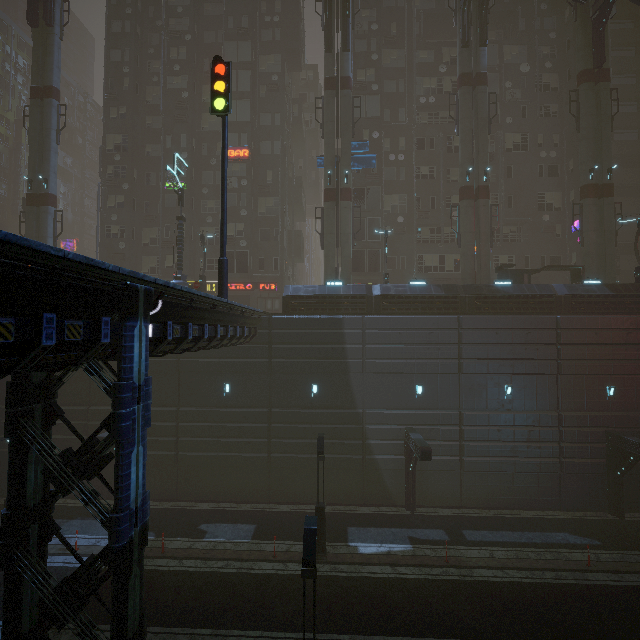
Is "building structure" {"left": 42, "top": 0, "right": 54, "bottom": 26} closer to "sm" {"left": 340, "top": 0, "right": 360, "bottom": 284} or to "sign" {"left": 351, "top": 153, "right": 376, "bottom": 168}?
"sm" {"left": 340, "top": 0, "right": 360, "bottom": 284}

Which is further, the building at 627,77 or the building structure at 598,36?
the building at 627,77

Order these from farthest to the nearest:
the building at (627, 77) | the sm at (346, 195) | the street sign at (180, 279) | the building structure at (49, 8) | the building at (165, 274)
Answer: the building at (627, 77) → the building at (165, 274) → the building structure at (49, 8) → the sm at (346, 195) → the street sign at (180, 279)

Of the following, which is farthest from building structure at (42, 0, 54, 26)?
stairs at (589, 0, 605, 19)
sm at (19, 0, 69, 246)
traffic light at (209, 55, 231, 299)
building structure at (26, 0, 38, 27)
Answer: stairs at (589, 0, 605, 19)

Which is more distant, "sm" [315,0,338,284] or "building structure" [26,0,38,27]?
"building structure" [26,0,38,27]

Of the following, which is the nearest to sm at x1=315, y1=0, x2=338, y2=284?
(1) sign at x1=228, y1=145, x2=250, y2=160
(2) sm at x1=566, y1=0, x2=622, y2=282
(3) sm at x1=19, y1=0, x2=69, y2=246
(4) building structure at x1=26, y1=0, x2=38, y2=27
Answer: (1) sign at x1=228, y1=145, x2=250, y2=160

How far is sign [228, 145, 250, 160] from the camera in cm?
3116

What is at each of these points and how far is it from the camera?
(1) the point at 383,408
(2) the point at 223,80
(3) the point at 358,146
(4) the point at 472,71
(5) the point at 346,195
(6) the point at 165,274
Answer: (1) building, 20.53m
(2) traffic light, 13.29m
(3) sign, 26.59m
(4) sm, 25.56m
(5) sm, 25.09m
(6) building, 31.17m
